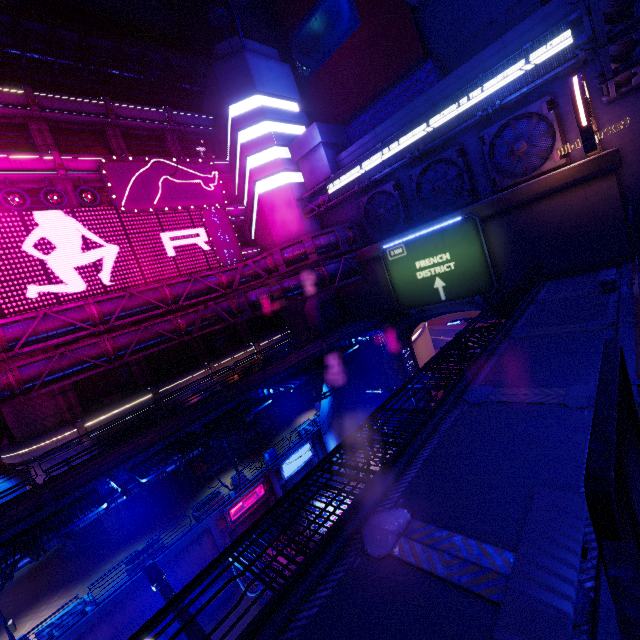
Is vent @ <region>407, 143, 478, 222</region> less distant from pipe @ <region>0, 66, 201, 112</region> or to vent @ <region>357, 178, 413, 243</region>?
vent @ <region>357, 178, 413, 243</region>

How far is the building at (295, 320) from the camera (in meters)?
33.34

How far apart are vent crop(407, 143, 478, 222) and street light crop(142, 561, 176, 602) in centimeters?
2547cm

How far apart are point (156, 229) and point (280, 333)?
15.2m

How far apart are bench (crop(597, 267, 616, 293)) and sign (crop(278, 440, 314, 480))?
22.7m

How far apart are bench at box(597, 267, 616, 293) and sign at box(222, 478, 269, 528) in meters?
23.7 m

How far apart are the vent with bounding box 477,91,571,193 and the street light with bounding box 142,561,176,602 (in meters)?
25.45

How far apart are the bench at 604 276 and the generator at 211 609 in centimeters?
2639cm
